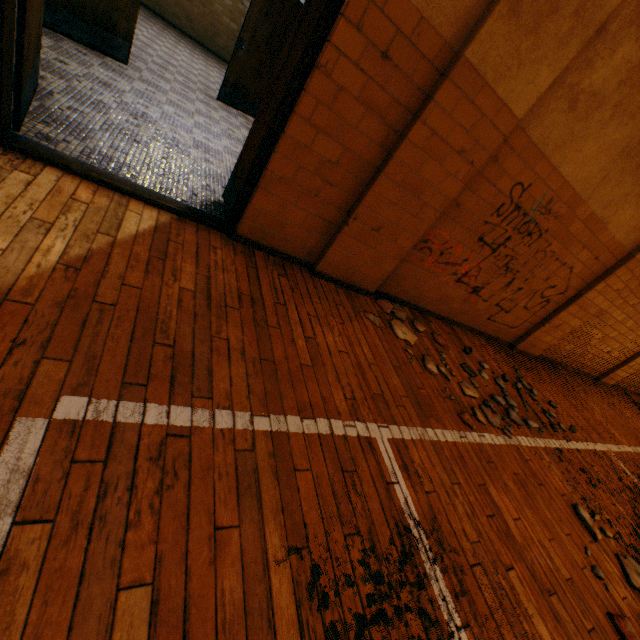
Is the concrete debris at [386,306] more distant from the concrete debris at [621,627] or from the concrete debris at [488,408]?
the concrete debris at [621,627]

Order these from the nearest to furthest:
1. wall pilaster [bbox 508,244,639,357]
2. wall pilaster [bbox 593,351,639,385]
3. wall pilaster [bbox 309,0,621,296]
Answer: wall pilaster [bbox 309,0,621,296] → wall pilaster [bbox 508,244,639,357] → wall pilaster [bbox 593,351,639,385]

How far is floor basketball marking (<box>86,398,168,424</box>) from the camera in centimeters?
127cm

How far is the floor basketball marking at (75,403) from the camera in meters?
1.2 m

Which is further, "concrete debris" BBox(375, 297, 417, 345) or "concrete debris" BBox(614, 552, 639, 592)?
"concrete debris" BBox(375, 297, 417, 345)

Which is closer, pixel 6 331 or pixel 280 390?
pixel 6 331

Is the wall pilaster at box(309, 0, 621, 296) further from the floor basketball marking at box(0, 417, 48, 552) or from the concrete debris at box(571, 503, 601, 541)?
the concrete debris at box(571, 503, 601, 541)

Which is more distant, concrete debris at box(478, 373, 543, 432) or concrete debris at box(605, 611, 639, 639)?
concrete debris at box(478, 373, 543, 432)
